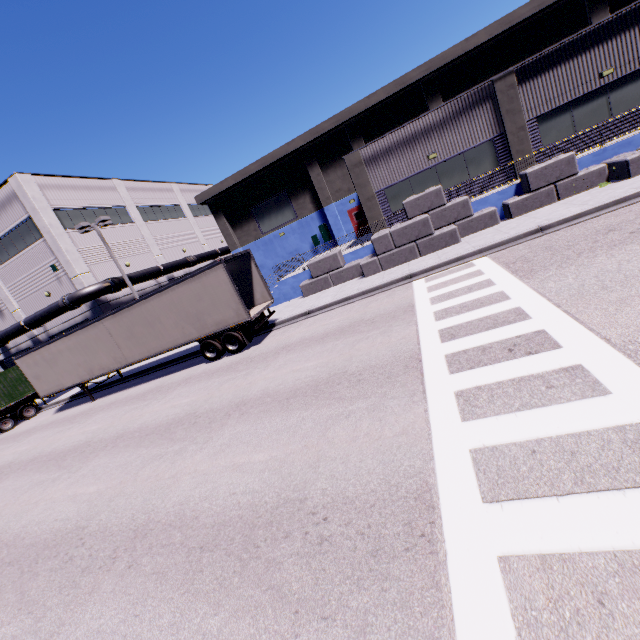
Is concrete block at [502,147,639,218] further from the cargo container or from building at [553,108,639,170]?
the cargo container

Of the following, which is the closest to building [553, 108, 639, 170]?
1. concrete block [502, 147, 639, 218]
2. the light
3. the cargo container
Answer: concrete block [502, 147, 639, 218]

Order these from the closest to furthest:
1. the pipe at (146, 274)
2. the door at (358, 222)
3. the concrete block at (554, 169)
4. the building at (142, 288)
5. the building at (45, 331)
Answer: the concrete block at (554, 169)
the building at (45, 331)
the pipe at (146, 274)
the door at (358, 222)
the building at (142, 288)

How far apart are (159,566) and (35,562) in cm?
345

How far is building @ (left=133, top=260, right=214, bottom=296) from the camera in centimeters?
2816cm

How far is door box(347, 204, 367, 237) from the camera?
27.2 meters

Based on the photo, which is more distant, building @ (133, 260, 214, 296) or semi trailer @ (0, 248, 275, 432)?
building @ (133, 260, 214, 296)

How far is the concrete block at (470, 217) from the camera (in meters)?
15.62
